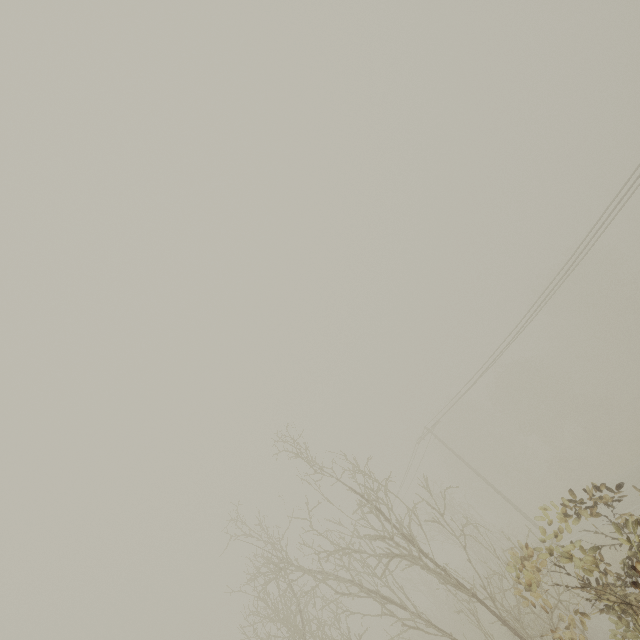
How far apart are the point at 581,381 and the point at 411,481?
30.06m
